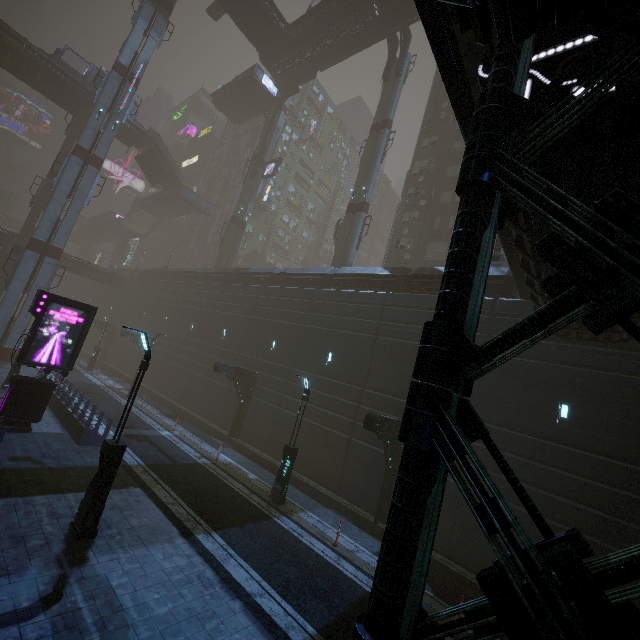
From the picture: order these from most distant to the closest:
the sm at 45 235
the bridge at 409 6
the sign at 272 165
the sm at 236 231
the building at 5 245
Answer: the sign at 272 165
the sm at 236 231
the building at 5 245
the bridge at 409 6
the sm at 45 235

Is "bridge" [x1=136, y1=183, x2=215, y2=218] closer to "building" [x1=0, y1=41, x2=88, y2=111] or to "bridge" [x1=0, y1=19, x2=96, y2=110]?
"bridge" [x1=0, y1=19, x2=96, y2=110]

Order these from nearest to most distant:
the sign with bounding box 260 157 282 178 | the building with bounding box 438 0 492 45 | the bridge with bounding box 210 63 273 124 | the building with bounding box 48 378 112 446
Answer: the building with bounding box 438 0 492 45, the building with bounding box 48 378 112 446, the sign with bounding box 260 157 282 178, the bridge with bounding box 210 63 273 124

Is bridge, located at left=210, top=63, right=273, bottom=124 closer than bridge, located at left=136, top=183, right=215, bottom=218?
Yes

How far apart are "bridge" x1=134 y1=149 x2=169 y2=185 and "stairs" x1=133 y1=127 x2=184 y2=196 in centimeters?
0cm

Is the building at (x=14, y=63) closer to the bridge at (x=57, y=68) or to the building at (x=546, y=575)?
the bridge at (x=57, y=68)

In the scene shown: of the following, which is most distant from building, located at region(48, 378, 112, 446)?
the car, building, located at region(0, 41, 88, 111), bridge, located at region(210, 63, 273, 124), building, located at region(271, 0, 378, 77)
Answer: building, located at region(0, 41, 88, 111)

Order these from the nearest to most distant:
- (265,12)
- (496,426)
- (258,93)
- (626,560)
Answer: (626,560) < (496,426) < (265,12) < (258,93)
